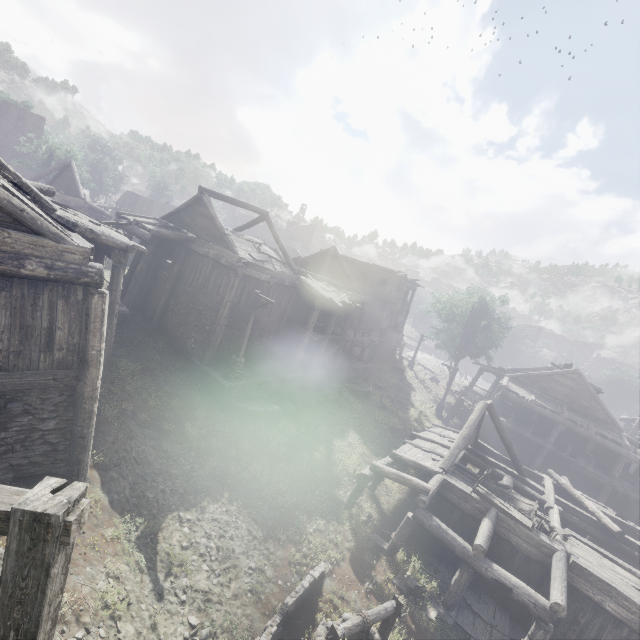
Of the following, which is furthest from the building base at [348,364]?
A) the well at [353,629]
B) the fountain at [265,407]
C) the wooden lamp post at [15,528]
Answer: the wooden lamp post at [15,528]

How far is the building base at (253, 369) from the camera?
16.1m

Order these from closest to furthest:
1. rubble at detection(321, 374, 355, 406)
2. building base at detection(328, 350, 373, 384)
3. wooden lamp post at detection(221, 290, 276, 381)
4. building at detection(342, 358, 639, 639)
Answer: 1. building at detection(342, 358, 639, 639)
2. wooden lamp post at detection(221, 290, 276, 381)
3. rubble at detection(321, 374, 355, 406)
4. building base at detection(328, 350, 373, 384)

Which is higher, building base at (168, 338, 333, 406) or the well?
building base at (168, 338, 333, 406)

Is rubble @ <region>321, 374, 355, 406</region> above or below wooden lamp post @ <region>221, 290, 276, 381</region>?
below

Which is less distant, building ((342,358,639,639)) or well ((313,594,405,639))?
well ((313,594,405,639))

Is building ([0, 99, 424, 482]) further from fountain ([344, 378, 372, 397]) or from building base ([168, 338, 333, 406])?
fountain ([344, 378, 372, 397])

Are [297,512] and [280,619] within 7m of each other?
yes
